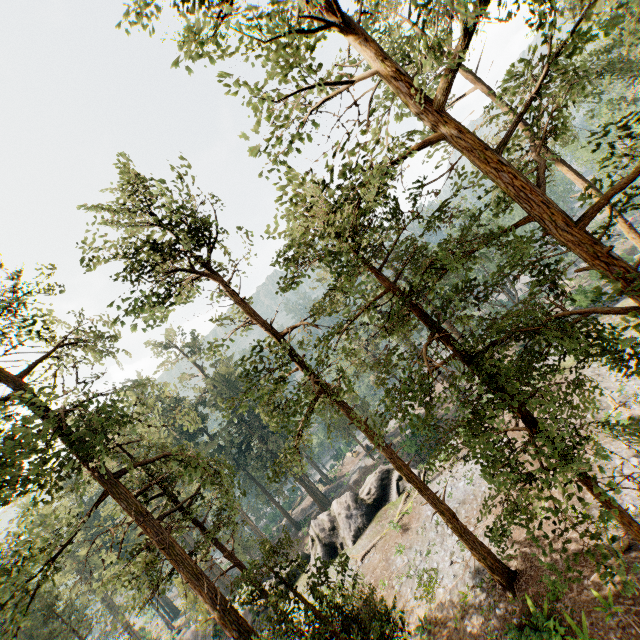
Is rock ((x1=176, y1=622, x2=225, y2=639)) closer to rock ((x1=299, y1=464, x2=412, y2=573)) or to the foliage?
rock ((x1=299, y1=464, x2=412, y2=573))

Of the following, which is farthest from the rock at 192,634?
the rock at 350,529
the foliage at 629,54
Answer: the foliage at 629,54

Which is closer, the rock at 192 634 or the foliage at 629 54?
the foliage at 629 54

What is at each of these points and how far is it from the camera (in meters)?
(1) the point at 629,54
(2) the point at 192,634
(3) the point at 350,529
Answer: (1) foliage, 22.47
(2) rock, 33.91
(3) rock, 26.89

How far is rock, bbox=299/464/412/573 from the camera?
26.83m

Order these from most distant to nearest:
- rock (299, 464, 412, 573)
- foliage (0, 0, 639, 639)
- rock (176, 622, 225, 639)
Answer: rock (176, 622, 225, 639) → rock (299, 464, 412, 573) → foliage (0, 0, 639, 639)

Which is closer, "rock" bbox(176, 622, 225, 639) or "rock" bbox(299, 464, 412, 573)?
"rock" bbox(299, 464, 412, 573)
